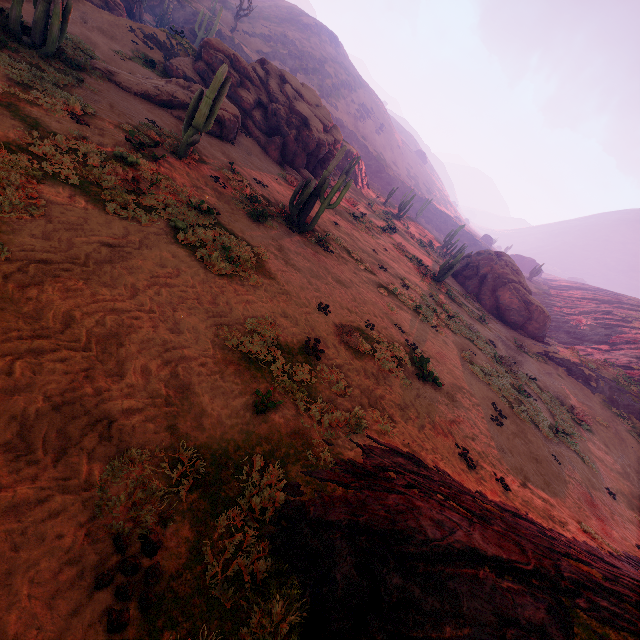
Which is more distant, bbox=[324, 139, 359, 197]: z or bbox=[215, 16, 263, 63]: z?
bbox=[215, 16, 263, 63]: z

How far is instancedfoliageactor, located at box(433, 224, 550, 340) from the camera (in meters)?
29.56

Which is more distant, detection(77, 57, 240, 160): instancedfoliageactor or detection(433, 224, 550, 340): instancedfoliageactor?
detection(433, 224, 550, 340): instancedfoliageactor

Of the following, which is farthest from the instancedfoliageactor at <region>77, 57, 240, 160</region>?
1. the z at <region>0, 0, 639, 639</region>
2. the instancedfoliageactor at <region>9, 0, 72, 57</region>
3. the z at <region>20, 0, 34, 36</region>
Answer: the z at <region>20, 0, 34, 36</region>

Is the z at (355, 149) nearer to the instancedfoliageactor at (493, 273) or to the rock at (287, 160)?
the instancedfoliageactor at (493, 273)

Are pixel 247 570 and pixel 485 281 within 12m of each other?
no

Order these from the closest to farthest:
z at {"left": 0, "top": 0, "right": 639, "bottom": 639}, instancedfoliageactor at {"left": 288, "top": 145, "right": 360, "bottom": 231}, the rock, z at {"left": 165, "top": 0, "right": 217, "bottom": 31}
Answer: z at {"left": 0, "top": 0, "right": 639, "bottom": 639}, instancedfoliageactor at {"left": 288, "top": 145, "right": 360, "bottom": 231}, the rock, z at {"left": 165, "top": 0, "right": 217, "bottom": 31}

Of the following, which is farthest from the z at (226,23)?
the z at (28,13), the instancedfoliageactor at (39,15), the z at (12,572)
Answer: the instancedfoliageactor at (39,15)
